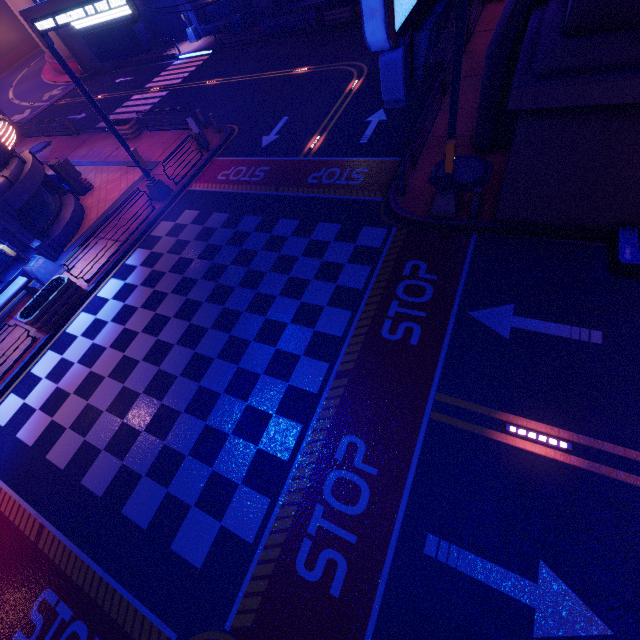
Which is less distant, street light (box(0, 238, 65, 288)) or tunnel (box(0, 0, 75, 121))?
street light (box(0, 238, 65, 288))

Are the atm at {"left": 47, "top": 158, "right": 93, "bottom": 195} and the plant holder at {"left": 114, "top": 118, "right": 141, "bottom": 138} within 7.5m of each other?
yes

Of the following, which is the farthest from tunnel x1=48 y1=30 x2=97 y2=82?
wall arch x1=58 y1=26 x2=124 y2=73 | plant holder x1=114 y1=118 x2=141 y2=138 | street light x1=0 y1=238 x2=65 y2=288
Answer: street light x1=0 y1=238 x2=65 y2=288

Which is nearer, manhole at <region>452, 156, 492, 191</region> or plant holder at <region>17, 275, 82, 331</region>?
manhole at <region>452, 156, 492, 191</region>

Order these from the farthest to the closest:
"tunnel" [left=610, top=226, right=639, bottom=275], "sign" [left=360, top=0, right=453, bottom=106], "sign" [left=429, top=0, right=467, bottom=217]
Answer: "tunnel" [left=610, top=226, right=639, bottom=275], "sign" [left=429, top=0, right=467, bottom=217], "sign" [left=360, top=0, right=453, bottom=106]

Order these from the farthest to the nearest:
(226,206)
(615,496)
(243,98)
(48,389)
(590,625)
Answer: (243,98) < (226,206) < (48,389) < (615,496) < (590,625)

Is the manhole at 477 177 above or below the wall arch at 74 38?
below

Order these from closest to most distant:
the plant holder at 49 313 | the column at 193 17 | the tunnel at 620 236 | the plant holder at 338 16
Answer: the tunnel at 620 236 → the plant holder at 49 313 → the plant holder at 338 16 → the column at 193 17
